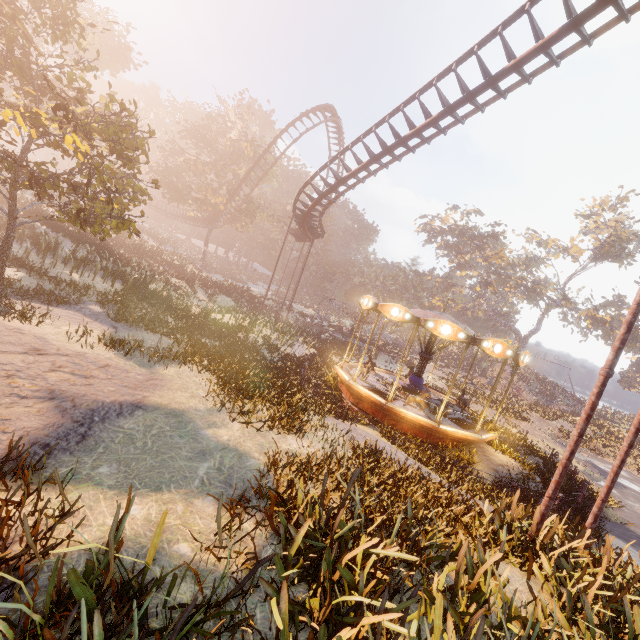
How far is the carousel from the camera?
11.98m

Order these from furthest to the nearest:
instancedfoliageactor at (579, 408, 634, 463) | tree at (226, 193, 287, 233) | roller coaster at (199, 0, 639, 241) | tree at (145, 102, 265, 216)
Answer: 1. tree at (226, 193, 287, 233)
2. tree at (145, 102, 265, 216)
3. instancedfoliageactor at (579, 408, 634, 463)
4. roller coaster at (199, 0, 639, 241)

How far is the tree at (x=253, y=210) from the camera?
39.03m

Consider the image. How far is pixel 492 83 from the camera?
11.8m

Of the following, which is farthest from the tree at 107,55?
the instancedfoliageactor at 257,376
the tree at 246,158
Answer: the instancedfoliageactor at 257,376

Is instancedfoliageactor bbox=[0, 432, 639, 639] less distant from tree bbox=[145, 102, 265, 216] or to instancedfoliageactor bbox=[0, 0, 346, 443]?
instancedfoliageactor bbox=[0, 0, 346, 443]

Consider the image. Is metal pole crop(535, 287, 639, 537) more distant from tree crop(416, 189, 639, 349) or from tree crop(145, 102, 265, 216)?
tree crop(416, 189, 639, 349)

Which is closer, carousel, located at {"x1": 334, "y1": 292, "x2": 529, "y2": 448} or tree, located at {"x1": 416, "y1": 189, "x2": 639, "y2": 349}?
carousel, located at {"x1": 334, "y1": 292, "x2": 529, "y2": 448}
